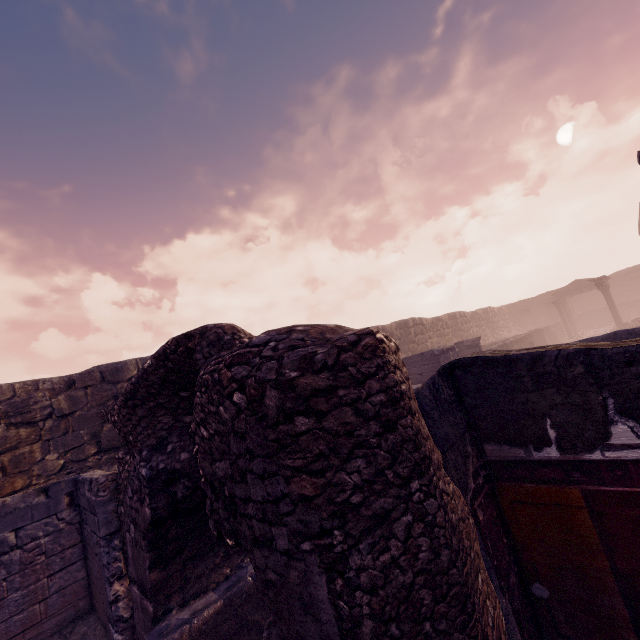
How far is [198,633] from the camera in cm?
368
